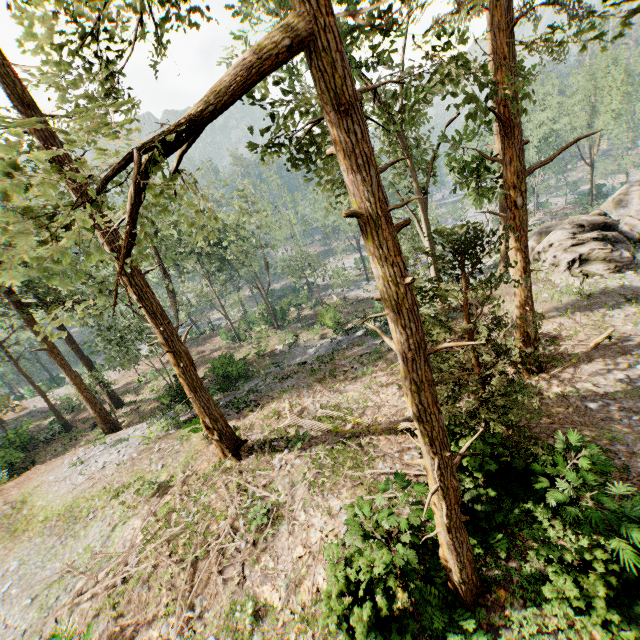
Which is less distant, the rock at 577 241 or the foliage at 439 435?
the foliage at 439 435

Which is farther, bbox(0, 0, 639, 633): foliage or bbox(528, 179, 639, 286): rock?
bbox(528, 179, 639, 286): rock

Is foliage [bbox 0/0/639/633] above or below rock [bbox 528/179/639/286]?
above

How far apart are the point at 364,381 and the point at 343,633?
10.0m

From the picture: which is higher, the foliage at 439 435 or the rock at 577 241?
the foliage at 439 435
